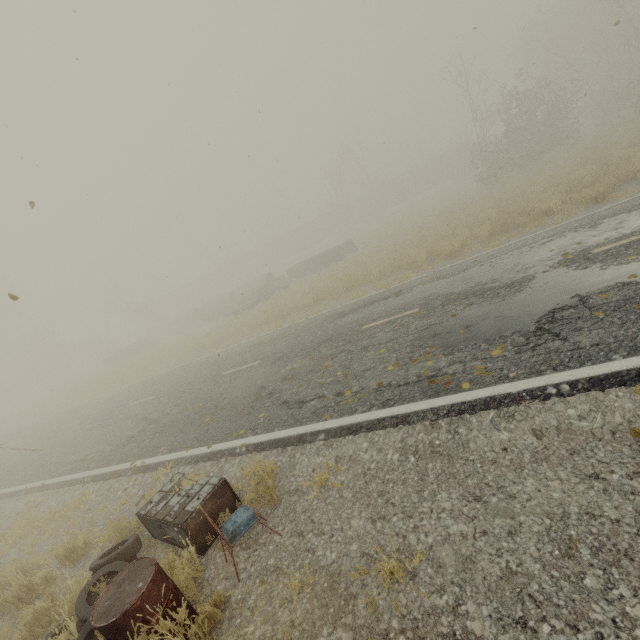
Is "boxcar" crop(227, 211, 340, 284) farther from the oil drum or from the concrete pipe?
the oil drum

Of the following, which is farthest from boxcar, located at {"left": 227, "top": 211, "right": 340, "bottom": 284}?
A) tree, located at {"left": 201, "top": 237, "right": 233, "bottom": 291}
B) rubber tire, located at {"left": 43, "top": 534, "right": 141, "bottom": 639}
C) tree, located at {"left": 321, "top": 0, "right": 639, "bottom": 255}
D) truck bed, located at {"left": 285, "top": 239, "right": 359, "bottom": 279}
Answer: rubber tire, located at {"left": 43, "top": 534, "right": 141, "bottom": 639}

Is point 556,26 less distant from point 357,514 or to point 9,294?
point 357,514

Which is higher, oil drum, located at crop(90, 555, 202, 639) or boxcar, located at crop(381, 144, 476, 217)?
boxcar, located at crop(381, 144, 476, 217)

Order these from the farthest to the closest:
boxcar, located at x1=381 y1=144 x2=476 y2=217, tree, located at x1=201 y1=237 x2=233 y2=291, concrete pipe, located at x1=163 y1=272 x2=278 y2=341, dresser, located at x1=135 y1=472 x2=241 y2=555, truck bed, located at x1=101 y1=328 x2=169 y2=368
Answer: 1. tree, located at x1=201 y1=237 x2=233 y2=291
2. boxcar, located at x1=381 y1=144 x2=476 y2=217
3. truck bed, located at x1=101 y1=328 x2=169 y2=368
4. concrete pipe, located at x1=163 y1=272 x2=278 y2=341
5. dresser, located at x1=135 y1=472 x2=241 y2=555

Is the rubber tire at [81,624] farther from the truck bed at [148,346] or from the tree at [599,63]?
the truck bed at [148,346]

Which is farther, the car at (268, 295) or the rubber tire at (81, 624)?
the car at (268, 295)

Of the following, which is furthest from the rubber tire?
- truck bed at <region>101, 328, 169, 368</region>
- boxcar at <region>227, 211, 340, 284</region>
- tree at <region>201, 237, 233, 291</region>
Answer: boxcar at <region>227, 211, 340, 284</region>
